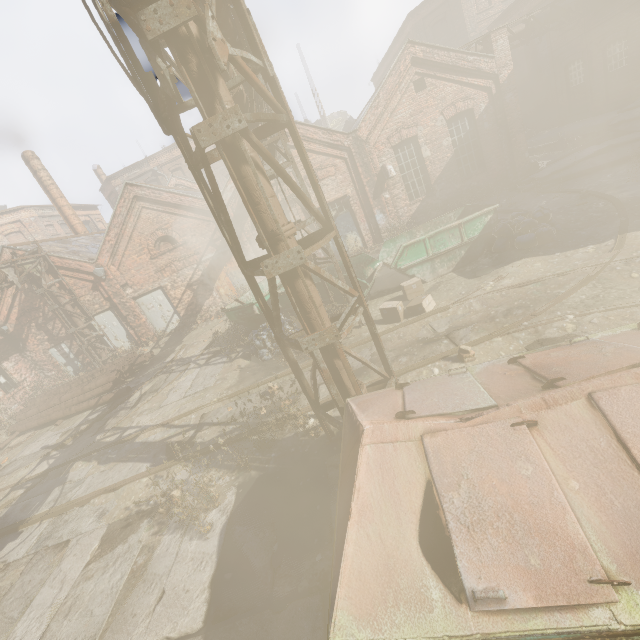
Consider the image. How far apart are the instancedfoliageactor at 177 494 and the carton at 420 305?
5.56m

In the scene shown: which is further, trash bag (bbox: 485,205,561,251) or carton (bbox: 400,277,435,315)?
trash bag (bbox: 485,205,561,251)

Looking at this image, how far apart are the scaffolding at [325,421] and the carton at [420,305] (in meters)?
3.40

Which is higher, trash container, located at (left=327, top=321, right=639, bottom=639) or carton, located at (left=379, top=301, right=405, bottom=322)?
trash container, located at (left=327, top=321, right=639, bottom=639)

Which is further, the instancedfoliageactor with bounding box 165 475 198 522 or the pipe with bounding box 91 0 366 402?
the instancedfoliageactor with bounding box 165 475 198 522

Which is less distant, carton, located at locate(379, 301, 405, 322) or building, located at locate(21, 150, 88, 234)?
carton, located at locate(379, 301, 405, 322)

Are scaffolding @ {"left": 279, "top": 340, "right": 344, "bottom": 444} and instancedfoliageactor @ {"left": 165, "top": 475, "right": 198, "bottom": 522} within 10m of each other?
yes

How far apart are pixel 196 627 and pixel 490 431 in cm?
390
